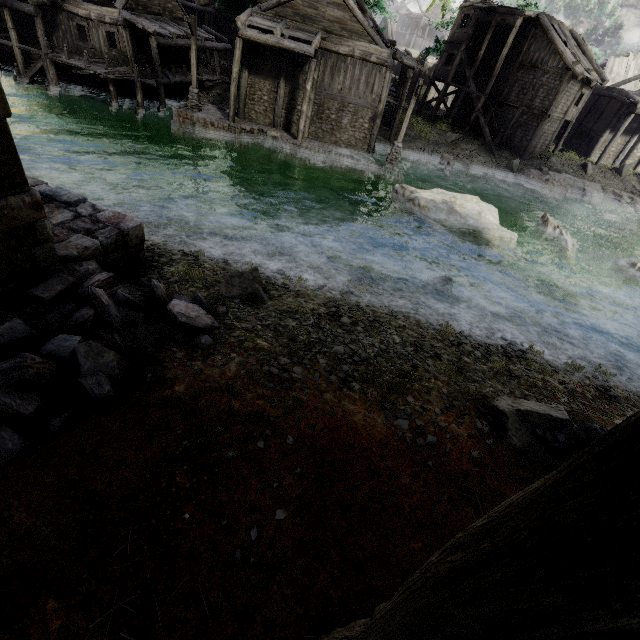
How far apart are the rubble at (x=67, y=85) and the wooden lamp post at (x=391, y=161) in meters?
23.3 m

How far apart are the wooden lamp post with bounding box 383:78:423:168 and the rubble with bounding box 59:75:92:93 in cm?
2329

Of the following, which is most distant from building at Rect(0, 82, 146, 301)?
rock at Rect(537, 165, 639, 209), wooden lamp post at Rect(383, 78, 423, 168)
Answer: wooden lamp post at Rect(383, 78, 423, 168)

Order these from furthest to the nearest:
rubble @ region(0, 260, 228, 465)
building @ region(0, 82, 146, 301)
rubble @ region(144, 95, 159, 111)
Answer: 1. rubble @ region(144, 95, 159, 111)
2. building @ region(0, 82, 146, 301)
3. rubble @ region(0, 260, 228, 465)

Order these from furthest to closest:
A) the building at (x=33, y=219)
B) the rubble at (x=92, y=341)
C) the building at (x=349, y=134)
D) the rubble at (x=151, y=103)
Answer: the rubble at (x=151, y=103), the building at (x=349, y=134), the building at (x=33, y=219), the rubble at (x=92, y=341)

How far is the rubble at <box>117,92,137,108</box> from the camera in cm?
2392

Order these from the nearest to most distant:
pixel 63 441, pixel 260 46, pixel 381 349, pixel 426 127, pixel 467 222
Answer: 1. pixel 63 441
2. pixel 381 349
3. pixel 467 222
4. pixel 260 46
5. pixel 426 127
